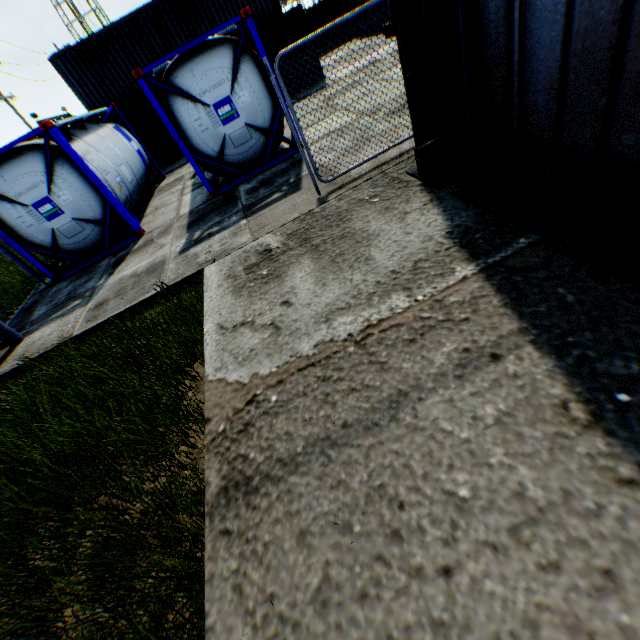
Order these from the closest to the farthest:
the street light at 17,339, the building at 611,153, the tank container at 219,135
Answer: the building at 611,153
the street light at 17,339
the tank container at 219,135

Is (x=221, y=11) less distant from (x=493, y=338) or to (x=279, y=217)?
(x=279, y=217)

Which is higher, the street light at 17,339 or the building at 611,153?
the building at 611,153

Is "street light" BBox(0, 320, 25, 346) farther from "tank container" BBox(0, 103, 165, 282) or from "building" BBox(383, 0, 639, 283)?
"building" BBox(383, 0, 639, 283)

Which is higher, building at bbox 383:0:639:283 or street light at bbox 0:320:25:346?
building at bbox 383:0:639:283

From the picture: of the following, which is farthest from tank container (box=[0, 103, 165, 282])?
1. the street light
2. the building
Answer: the building

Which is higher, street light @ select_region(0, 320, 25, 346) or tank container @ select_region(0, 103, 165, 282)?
tank container @ select_region(0, 103, 165, 282)
